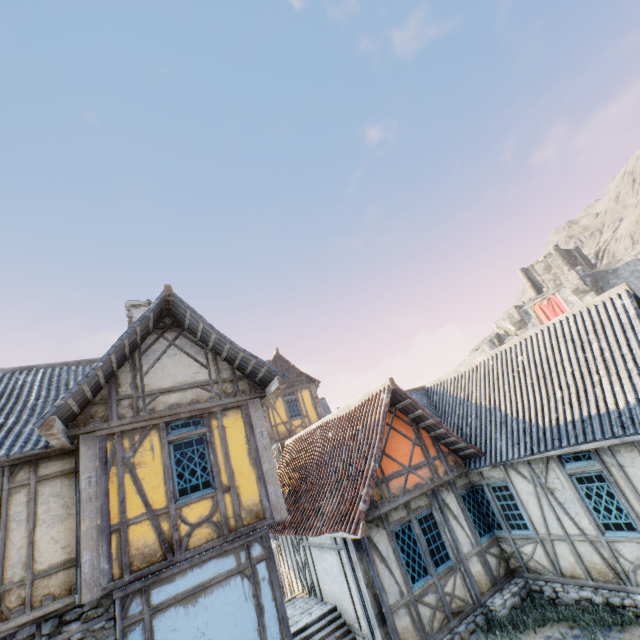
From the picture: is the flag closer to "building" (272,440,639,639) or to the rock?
the rock

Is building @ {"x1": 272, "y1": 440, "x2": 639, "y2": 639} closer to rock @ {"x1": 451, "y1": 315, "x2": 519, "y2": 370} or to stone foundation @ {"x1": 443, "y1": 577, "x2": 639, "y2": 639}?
stone foundation @ {"x1": 443, "y1": 577, "x2": 639, "y2": 639}

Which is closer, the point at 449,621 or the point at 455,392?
the point at 449,621

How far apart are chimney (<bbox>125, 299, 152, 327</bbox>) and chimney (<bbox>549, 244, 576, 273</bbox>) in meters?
46.1 m

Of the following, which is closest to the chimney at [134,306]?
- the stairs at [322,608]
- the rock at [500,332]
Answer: the stairs at [322,608]

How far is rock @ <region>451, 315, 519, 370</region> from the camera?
44.9m

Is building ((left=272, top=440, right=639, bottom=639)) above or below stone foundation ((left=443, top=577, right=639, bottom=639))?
above

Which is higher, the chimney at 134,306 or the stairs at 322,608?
the chimney at 134,306
